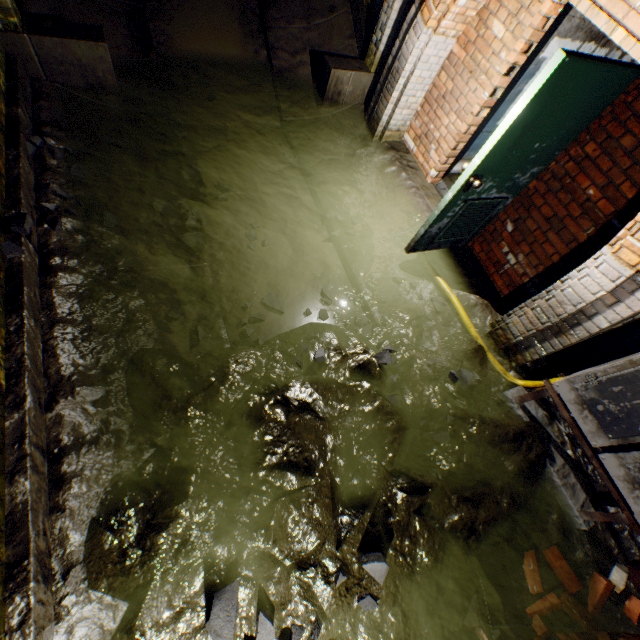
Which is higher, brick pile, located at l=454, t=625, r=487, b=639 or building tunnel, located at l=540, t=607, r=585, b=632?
building tunnel, located at l=540, t=607, r=585, b=632

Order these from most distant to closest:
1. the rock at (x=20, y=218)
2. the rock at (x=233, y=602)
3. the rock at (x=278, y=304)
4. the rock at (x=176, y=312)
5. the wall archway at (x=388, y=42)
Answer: the wall archway at (x=388, y=42) < the rock at (x=278, y=304) < the rock at (x=176, y=312) < the rock at (x=20, y=218) < the rock at (x=233, y=602)

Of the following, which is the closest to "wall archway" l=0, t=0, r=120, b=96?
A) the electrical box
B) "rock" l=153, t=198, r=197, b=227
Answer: "rock" l=153, t=198, r=197, b=227

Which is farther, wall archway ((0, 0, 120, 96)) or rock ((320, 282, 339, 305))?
rock ((320, 282, 339, 305))

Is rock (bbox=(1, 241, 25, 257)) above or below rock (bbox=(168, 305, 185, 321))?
above

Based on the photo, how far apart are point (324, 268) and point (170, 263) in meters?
1.8 m

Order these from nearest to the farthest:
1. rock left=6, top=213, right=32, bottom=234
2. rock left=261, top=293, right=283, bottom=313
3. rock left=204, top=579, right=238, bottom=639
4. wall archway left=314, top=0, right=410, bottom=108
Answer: rock left=204, top=579, right=238, bottom=639, rock left=6, top=213, right=32, bottom=234, rock left=261, top=293, right=283, bottom=313, wall archway left=314, top=0, right=410, bottom=108

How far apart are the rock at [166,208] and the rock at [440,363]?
3.01m
